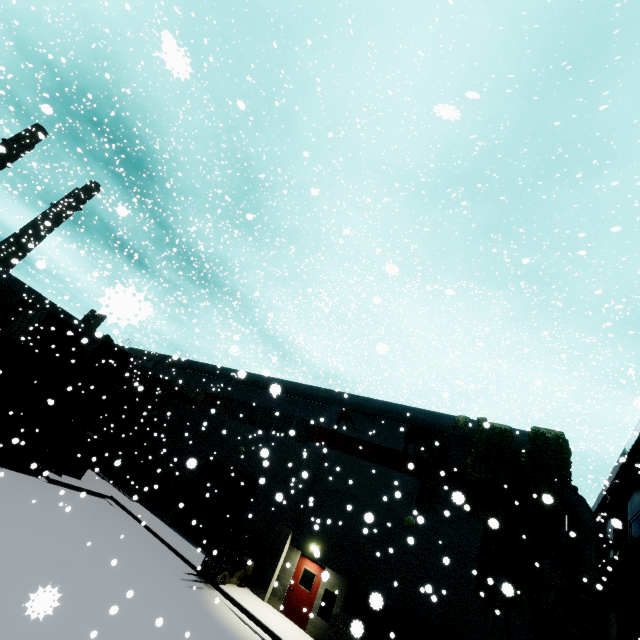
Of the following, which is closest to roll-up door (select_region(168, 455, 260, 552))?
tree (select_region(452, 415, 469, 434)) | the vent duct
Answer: tree (select_region(452, 415, 469, 434))

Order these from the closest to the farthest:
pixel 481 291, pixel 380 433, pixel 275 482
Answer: pixel 380 433, pixel 275 482, pixel 481 291

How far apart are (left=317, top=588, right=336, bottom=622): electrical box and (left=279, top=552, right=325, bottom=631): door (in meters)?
0.38

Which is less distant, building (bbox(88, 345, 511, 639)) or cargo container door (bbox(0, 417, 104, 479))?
building (bbox(88, 345, 511, 639))

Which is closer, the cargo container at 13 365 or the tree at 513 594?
the tree at 513 594

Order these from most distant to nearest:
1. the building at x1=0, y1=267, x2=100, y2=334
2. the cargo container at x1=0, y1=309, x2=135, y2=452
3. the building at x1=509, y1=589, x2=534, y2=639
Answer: the building at x1=0, y1=267, x2=100, y2=334 → the cargo container at x1=0, y1=309, x2=135, y2=452 → the building at x1=509, y1=589, x2=534, y2=639

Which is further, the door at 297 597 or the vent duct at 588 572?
the door at 297 597

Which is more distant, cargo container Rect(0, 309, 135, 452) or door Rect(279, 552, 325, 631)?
cargo container Rect(0, 309, 135, 452)
